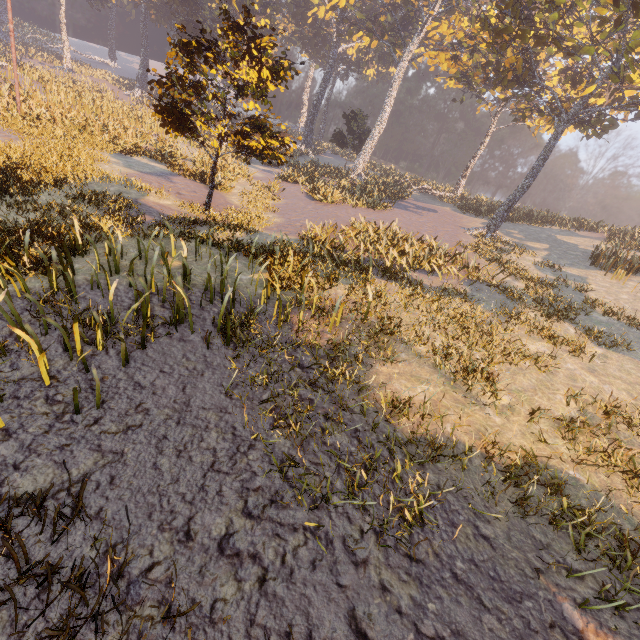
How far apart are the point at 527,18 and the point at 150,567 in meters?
25.6 m
